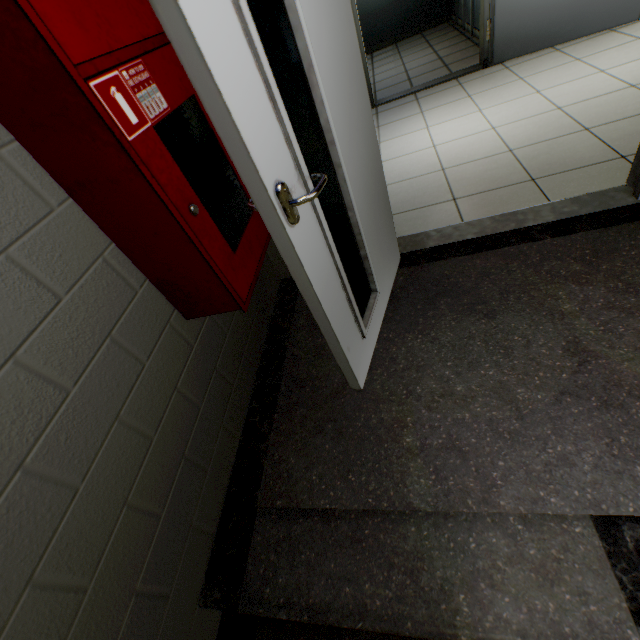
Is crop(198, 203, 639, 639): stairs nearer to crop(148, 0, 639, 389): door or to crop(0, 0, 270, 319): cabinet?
crop(148, 0, 639, 389): door

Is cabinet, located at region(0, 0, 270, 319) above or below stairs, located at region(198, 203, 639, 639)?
above

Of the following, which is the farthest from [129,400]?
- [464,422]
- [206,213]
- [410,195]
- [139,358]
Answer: [410,195]

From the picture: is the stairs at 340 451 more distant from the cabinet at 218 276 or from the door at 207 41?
the cabinet at 218 276

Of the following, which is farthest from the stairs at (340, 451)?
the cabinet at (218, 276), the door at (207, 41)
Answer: the cabinet at (218, 276)

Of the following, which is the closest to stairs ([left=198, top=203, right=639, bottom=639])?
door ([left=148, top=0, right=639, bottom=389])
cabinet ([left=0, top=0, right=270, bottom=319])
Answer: door ([left=148, top=0, right=639, bottom=389])

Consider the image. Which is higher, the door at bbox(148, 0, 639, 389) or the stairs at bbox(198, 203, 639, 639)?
the door at bbox(148, 0, 639, 389)
